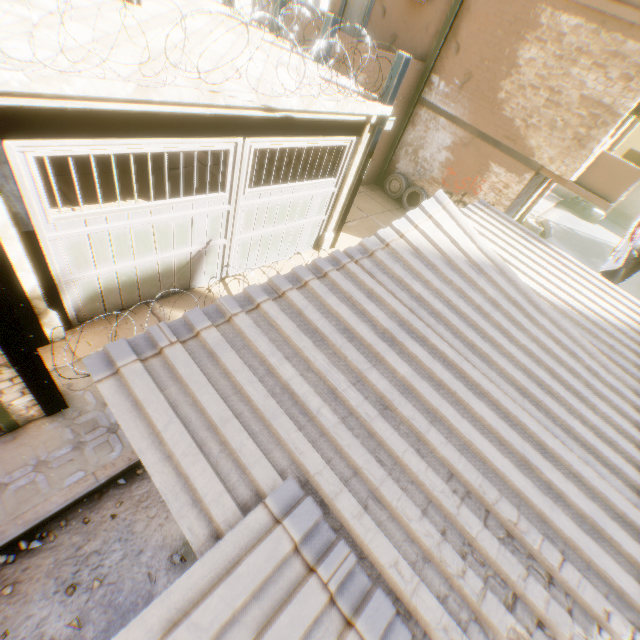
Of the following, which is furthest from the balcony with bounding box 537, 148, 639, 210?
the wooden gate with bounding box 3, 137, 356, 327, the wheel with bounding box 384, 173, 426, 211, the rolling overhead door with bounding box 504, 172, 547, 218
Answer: the wheel with bounding box 384, 173, 426, 211

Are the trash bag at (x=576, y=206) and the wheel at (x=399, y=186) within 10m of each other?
no

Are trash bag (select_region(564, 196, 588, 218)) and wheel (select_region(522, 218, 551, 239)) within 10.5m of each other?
yes

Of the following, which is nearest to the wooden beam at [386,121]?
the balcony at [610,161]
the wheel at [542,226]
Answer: the balcony at [610,161]

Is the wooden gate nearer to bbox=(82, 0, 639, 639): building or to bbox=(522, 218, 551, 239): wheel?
bbox=(82, 0, 639, 639): building

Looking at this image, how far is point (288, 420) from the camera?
1.8m

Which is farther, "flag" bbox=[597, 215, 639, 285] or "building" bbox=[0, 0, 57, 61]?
"flag" bbox=[597, 215, 639, 285]

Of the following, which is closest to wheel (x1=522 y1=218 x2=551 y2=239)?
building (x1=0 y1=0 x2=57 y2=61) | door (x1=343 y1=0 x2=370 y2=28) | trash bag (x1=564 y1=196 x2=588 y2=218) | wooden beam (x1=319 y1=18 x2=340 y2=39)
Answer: building (x1=0 y1=0 x2=57 y2=61)
